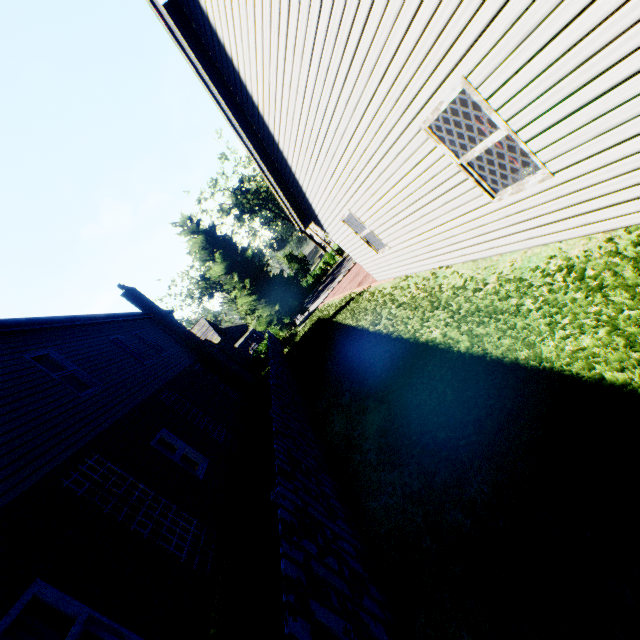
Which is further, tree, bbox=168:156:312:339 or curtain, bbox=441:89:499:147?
tree, bbox=168:156:312:339

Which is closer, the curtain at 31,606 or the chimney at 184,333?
the curtain at 31,606

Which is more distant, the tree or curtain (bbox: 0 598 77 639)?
the tree

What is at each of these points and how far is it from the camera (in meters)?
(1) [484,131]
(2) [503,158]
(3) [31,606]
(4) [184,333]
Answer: (1) curtain, 4.30
(2) curtain, 4.45
(3) curtain, 4.10
(4) chimney, 17.44

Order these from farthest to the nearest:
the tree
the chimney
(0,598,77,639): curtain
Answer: the tree → the chimney → (0,598,77,639): curtain

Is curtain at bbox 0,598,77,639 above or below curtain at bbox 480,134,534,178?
above

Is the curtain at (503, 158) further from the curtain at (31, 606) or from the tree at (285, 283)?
the tree at (285, 283)

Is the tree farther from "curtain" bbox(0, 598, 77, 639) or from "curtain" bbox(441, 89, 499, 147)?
"curtain" bbox(441, 89, 499, 147)
